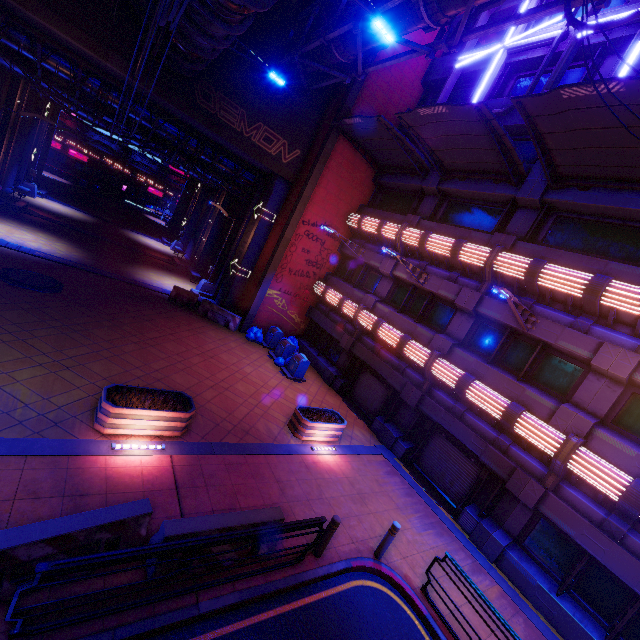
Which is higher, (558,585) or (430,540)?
(558,585)

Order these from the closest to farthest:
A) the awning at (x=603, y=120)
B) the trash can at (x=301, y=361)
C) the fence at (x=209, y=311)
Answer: the awning at (x=603, y=120), the trash can at (x=301, y=361), the fence at (x=209, y=311)

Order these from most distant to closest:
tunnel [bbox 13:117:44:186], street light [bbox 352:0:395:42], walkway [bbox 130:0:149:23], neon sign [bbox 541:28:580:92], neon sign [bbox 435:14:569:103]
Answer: tunnel [bbox 13:117:44:186] < neon sign [bbox 435:14:569:103] < neon sign [bbox 541:28:580:92] < walkway [bbox 130:0:149:23] < street light [bbox 352:0:395:42]

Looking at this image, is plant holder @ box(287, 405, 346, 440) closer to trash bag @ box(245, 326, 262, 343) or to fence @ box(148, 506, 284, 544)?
fence @ box(148, 506, 284, 544)

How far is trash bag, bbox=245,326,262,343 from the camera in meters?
18.5 m

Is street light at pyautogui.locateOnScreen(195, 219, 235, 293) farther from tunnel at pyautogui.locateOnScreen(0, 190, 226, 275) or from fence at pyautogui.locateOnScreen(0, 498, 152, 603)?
fence at pyautogui.locateOnScreen(0, 498, 152, 603)

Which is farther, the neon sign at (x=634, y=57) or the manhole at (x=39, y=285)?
the manhole at (x=39, y=285)

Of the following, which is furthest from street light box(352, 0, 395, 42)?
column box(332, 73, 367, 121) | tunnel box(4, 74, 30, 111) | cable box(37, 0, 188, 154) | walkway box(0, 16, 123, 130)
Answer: tunnel box(4, 74, 30, 111)
